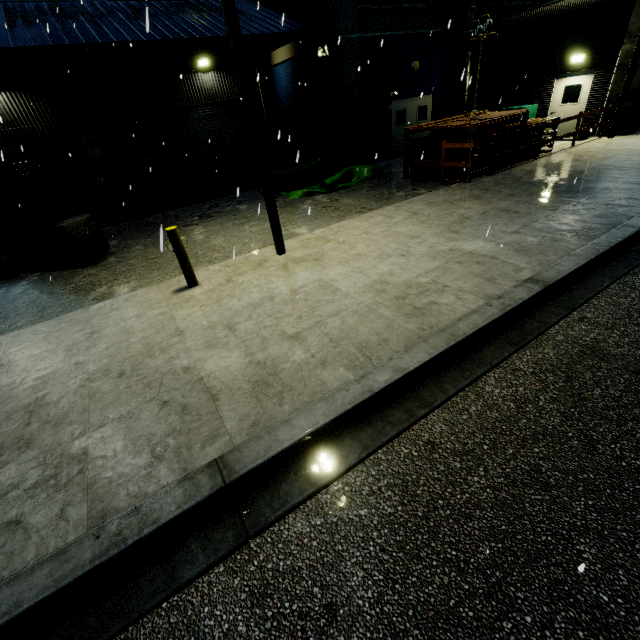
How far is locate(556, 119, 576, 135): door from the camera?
14.6 meters

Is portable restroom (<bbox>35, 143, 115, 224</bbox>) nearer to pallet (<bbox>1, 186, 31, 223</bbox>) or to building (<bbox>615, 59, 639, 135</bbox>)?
pallet (<bbox>1, 186, 31, 223</bbox>)

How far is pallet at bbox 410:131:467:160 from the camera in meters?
11.3 m

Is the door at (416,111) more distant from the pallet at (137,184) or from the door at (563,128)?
the pallet at (137,184)

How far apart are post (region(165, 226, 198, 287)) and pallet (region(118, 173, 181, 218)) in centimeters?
900cm

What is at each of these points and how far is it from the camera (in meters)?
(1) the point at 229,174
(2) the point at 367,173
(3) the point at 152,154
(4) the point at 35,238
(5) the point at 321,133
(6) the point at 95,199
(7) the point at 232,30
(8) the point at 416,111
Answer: (1) building, 18.05
(2) tarp, 13.28
(3) door, 17.77
(4) forklift, 8.62
(5) building, 16.16
(6) portable restroom, 12.77
(7) light, 5.16
(8) door, 17.17

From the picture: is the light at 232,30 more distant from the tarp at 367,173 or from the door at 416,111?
the door at 416,111

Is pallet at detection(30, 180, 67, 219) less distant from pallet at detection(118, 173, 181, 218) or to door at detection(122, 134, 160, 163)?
pallet at detection(118, 173, 181, 218)
